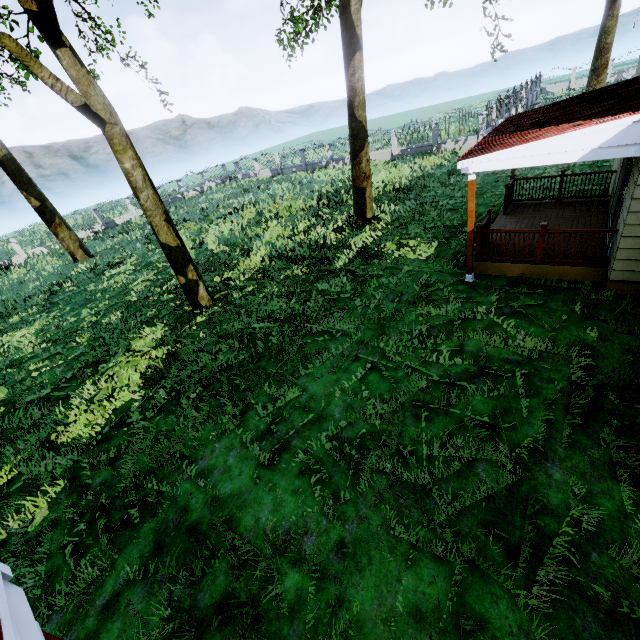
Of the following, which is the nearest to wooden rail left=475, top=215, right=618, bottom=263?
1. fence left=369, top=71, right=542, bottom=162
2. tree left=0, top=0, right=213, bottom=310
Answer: tree left=0, top=0, right=213, bottom=310

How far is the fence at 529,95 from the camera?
21.9 meters

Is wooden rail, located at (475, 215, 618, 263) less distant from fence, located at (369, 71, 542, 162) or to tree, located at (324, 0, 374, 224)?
tree, located at (324, 0, 374, 224)

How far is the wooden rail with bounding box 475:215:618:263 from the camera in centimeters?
730cm

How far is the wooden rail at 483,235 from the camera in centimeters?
730cm

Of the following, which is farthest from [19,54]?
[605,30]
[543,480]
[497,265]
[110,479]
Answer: [605,30]
